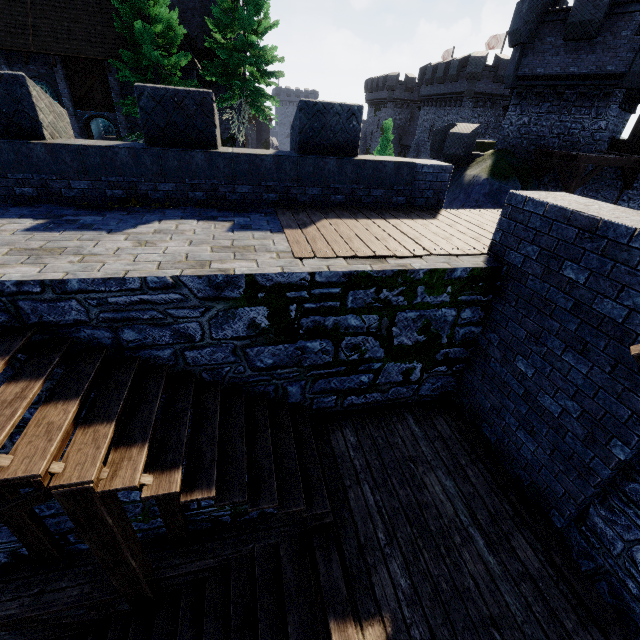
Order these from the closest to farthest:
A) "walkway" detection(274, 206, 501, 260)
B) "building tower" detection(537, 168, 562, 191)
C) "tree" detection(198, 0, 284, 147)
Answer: "walkway" detection(274, 206, 501, 260)
"building tower" detection(537, 168, 562, 191)
"tree" detection(198, 0, 284, 147)

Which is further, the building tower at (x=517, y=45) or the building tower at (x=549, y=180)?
the building tower at (x=549, y=180)

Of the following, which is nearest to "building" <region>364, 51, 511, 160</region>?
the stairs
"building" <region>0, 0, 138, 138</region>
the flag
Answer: the flag

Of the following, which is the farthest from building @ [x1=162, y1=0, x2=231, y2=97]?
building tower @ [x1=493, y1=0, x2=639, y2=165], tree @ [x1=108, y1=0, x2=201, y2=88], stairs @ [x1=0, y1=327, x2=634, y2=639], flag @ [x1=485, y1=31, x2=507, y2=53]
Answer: flag @ [x1=485, y1=31, x2=507, y2=53]

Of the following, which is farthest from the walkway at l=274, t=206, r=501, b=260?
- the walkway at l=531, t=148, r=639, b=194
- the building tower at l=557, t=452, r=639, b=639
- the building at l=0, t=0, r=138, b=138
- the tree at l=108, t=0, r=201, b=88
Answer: the building at l=0, t=0, r=138, b=138

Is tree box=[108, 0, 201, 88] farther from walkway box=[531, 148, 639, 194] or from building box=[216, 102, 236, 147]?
walkway box=[531, 148, 639, 194]

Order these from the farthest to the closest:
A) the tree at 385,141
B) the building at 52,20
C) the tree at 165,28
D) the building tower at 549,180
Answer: the tree at 385,141 → the building at 52,20 → the building tower at 549,180 → the tree at 165,28

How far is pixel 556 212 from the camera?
4.1 meters
